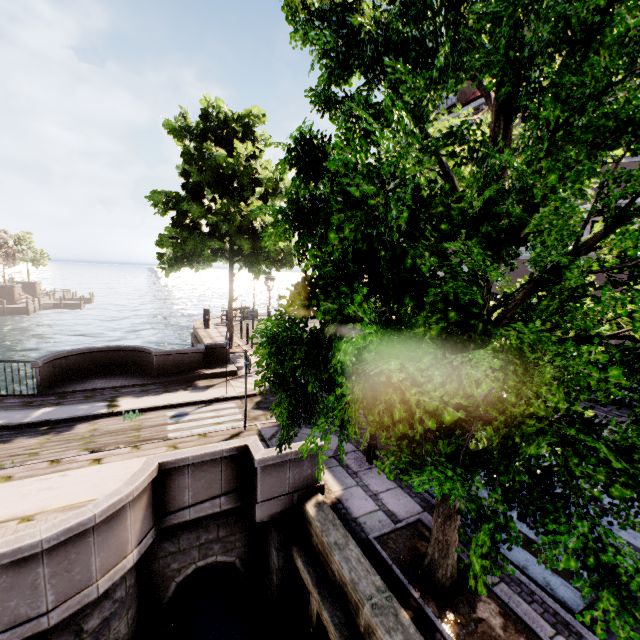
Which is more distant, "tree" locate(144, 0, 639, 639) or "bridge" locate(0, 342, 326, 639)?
"bridge" locate(0, 342, 326, 639)

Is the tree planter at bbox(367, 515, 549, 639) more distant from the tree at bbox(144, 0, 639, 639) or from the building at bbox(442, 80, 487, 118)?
the building at bbox(442, 80, 487, 118)

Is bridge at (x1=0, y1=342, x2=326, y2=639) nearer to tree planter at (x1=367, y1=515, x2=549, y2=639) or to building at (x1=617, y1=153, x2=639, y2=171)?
tree planter at (x1=367, y1=515, x2=549, y2=639)

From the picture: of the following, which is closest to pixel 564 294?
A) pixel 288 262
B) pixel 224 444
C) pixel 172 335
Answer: pixel 224 444

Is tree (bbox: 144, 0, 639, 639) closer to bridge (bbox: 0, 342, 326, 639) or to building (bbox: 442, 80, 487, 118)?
bridge (bbox: 0, 342, 326, 639)

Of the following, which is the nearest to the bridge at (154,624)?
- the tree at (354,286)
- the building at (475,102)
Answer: the tree at (354,286)

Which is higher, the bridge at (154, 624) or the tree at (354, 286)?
the tree at (354, 286)

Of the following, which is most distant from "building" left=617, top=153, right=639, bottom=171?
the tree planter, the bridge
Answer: the bridge
